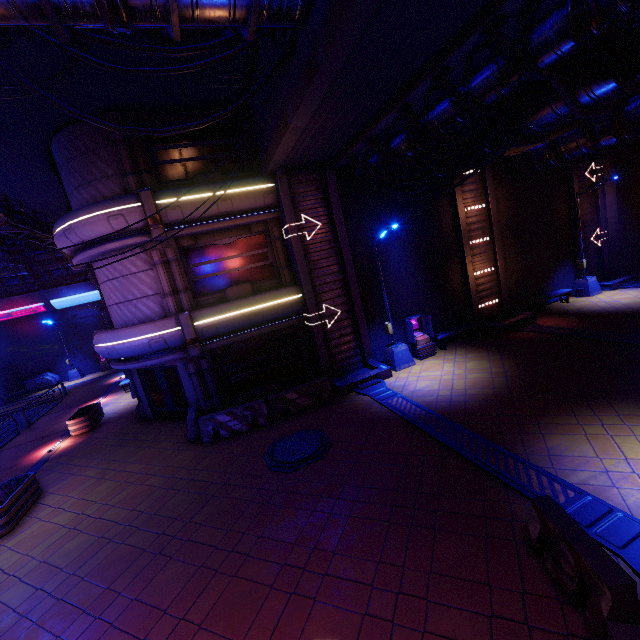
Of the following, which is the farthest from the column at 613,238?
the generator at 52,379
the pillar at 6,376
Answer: the pillar at 6,376

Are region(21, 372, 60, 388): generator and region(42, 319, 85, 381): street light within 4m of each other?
yes

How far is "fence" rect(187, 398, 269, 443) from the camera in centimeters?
1177cm

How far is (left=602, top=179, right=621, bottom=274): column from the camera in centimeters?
1944cm

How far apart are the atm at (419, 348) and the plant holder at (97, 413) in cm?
1610

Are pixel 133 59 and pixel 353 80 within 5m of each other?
no

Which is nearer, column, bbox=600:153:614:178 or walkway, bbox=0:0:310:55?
walkway, bbox=0:0:310:55

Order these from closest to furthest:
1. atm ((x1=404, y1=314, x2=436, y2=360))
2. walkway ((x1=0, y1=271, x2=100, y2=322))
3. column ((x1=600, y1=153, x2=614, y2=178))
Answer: atm ((x1=404, y1=314, x2=436, y2=360))
column ((x1=600, y1=153, x2=614, y2=178))
walkway ((x1=0, y1=271, x2=100, y2=322))
